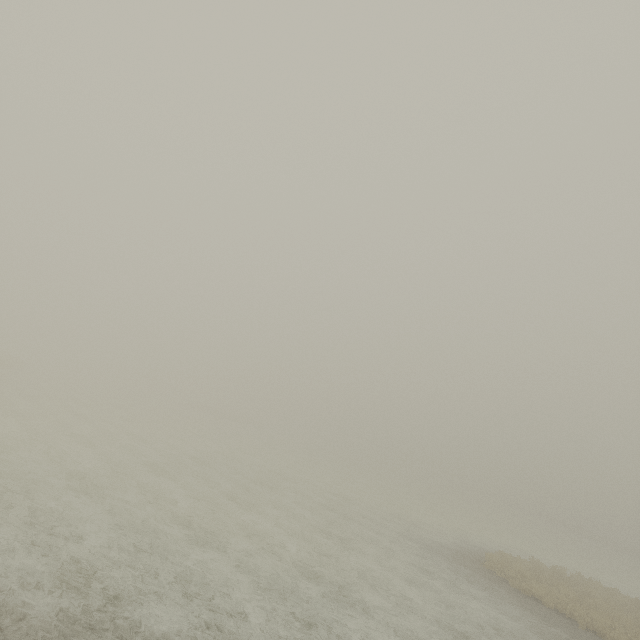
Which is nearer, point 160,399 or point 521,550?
point 521,550
